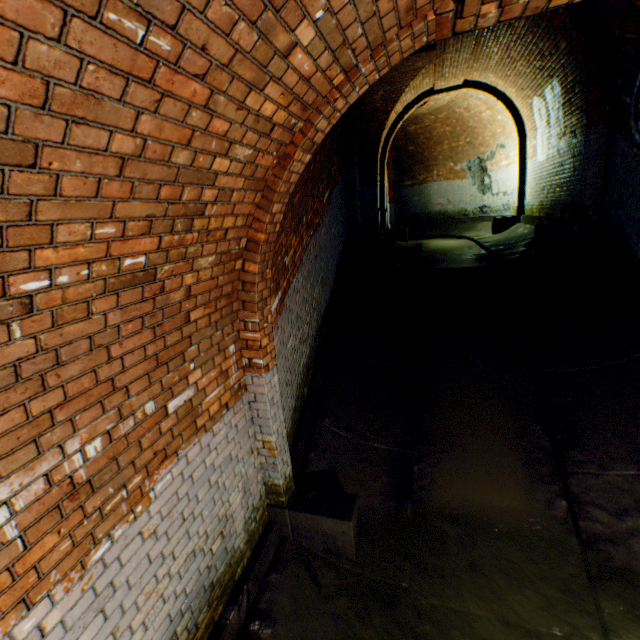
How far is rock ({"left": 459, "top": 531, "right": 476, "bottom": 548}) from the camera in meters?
3.4

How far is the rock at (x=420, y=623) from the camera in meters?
3.0

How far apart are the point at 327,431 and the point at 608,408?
3.53m

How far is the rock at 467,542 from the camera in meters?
3.4 m

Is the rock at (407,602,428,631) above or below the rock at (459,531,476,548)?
below

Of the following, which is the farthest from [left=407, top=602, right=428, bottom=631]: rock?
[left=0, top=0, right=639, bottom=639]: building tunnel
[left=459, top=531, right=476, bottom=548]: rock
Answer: [left=459, top=531, right=476, bottom=548]: rock

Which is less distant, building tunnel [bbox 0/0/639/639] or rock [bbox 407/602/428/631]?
building tunnel [bbox 0/0/639/639]

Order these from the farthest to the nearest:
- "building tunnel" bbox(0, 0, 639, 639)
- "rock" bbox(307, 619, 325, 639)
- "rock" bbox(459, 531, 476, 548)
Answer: "rock" bbox(459, 531, 476, 548) → "rock" bbox(307, 619, 325, 639) → "building tunnel" bbox(0, 0, 639, 639)
